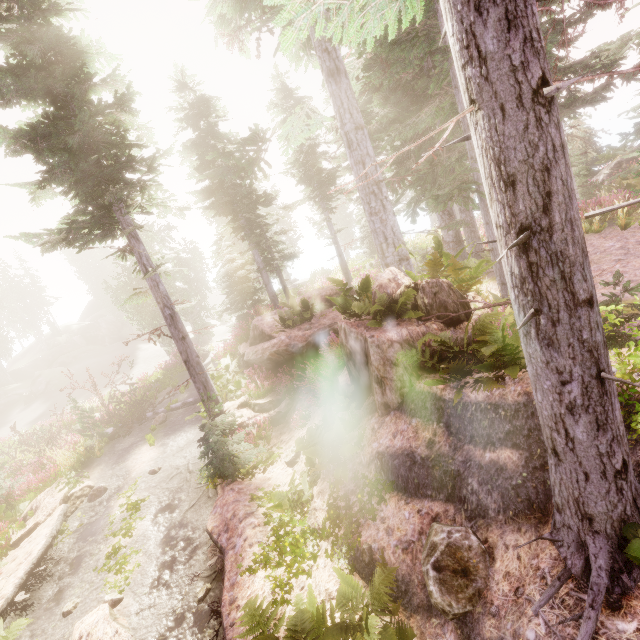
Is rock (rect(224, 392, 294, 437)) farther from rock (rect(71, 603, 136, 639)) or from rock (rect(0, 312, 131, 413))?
rock (rect(0, 312, 131, 413))

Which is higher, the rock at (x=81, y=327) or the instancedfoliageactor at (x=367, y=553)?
the rock at (x=81, y=327)

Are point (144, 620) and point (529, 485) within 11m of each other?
yes

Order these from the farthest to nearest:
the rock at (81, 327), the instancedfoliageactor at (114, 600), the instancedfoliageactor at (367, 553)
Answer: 1. the rock at (81, 327)
2. the instancedfoliageactor at (114, 600)
3. the instancedfoliageactor at (367, 553)

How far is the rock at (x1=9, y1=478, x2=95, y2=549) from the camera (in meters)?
11.07

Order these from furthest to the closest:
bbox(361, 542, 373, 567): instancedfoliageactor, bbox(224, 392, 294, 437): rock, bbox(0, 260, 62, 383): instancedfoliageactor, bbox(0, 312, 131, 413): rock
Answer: bbox(0, 260, 62, 383): instancedfoliageactor, bbox(0, 312, 131, 413): rock, bbox(224, 392, 294, 437): rock, bbox(361, 542, 373, 567): instancedfoliageactor

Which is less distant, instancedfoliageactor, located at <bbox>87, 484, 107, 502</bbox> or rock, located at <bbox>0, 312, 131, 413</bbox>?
instancedfoliageactor, located at <bbox>87, 484, 107, 502</bbox>

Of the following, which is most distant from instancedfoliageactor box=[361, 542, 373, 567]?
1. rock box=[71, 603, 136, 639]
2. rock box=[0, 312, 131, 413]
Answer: rock box=[71, 603, 136, 639]
